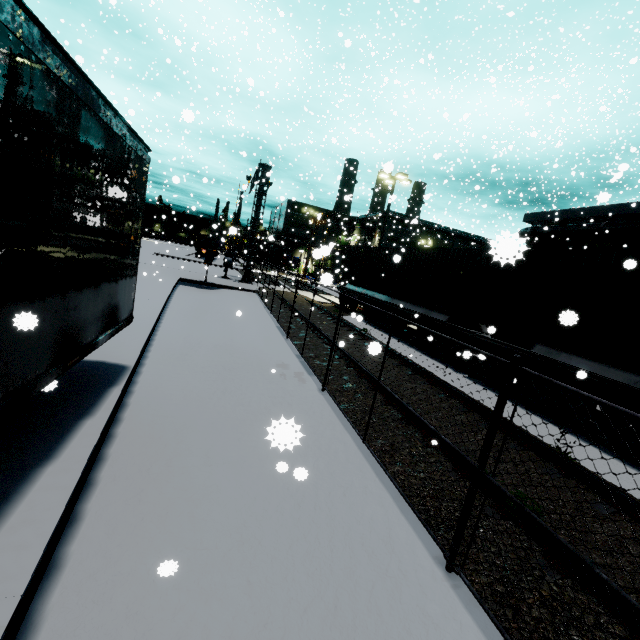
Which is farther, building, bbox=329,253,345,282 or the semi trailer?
building, bbox=329,253,345,282

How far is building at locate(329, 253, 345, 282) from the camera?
13.6 meters

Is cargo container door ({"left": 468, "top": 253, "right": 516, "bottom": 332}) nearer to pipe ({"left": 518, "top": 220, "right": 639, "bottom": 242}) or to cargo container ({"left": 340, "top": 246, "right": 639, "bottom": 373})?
cargo container ({"left": 340, "top": 246, "right": 639, "bottom": 373})

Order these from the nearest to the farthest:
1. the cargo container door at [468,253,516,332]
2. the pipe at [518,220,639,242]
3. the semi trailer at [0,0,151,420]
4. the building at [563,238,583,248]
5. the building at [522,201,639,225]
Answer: the semi trailer at [0,0,151,420] → the cargo container door at [468,253,516,332] → the pipe at [518,220,639,242] → the building at [522,201,639,225] → the building at [563,238,583,248]

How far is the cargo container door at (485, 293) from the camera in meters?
10.1 m

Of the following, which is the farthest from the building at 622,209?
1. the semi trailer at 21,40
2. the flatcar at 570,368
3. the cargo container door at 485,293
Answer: the cargo container door at 485,293

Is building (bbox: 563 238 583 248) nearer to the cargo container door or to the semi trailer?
the semi trailer

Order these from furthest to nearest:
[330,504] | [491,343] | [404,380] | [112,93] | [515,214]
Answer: [515,214]
[112,93]
[491,343]
[404,380]
[330,504]
